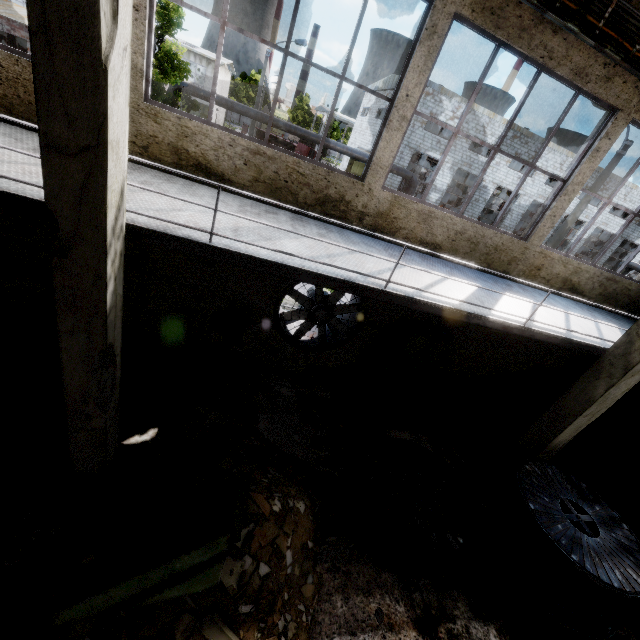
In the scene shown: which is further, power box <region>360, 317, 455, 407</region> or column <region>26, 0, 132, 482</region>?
power box <region>360, 317, 455, 407</region>

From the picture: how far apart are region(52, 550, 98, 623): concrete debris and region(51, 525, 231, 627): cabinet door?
0.4m

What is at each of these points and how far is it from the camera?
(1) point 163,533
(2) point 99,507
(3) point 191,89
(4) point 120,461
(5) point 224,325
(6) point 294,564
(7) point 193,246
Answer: (1) cabinet, 4.4m
(2) rail, 4.6m
(3) pipe, 19.0m
(4) concrete debris, 5.3m
(5) power box, 7.2m
(6) concrete debris, 4.8m
(7) elevated walkway, 3.8m

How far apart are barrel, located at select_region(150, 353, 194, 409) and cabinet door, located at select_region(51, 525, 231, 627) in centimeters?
269cm

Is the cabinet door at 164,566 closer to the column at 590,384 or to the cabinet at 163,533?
the cabinet at 163,533

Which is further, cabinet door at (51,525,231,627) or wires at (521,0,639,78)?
wires at (521,0,639,78)

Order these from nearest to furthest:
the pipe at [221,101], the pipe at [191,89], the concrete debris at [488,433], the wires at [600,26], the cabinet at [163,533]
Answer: the cabinet at [163,533] < the wires at [600,26] < the concrete debris at [488,433] < the pipe at [191,89] < the pipe at [221,101]

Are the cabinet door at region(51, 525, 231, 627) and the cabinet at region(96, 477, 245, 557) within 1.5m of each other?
yes
